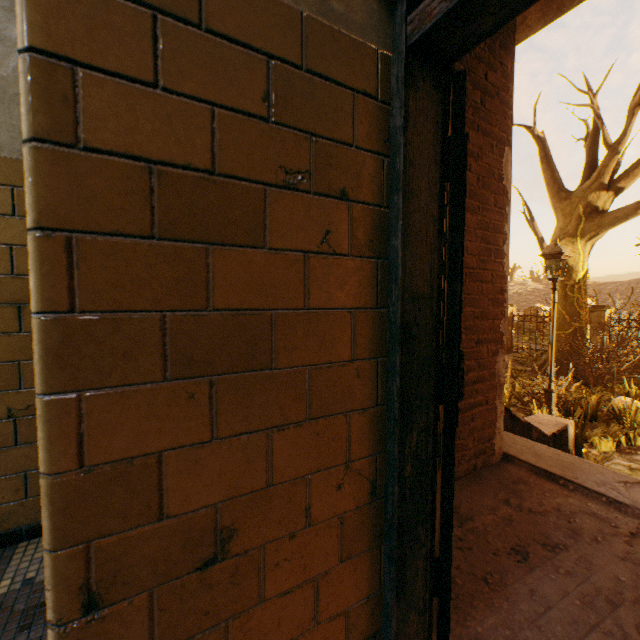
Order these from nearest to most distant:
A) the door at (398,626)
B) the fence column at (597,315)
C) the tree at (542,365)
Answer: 1. the door at (398,626)
2. the tree at (542,365)
3. the fence column at (597,315)

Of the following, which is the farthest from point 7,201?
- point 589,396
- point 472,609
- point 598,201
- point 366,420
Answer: point 598,201

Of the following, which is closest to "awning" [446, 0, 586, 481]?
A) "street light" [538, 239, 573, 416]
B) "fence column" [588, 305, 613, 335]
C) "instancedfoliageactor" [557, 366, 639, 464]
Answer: "instancedfoliageactor" [557, 366, 639, 464]

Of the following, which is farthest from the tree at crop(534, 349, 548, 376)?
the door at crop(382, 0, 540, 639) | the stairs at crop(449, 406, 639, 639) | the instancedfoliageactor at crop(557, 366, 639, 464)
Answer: the door at crop(382, 0, 540, 639)

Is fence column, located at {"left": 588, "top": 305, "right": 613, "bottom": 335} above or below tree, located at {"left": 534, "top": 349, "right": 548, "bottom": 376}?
above

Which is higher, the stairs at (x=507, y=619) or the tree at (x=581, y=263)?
the tree at (x=581, y=263)

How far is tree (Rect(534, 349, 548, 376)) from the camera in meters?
11.3

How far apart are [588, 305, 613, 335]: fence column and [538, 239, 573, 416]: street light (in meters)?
8.89
